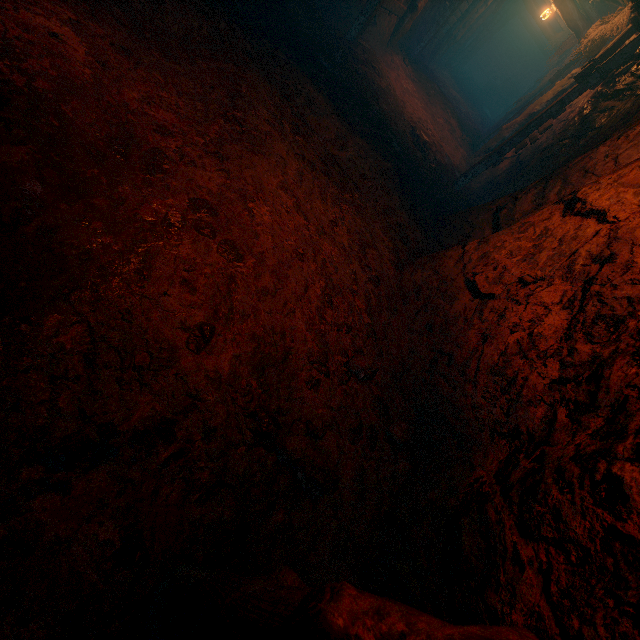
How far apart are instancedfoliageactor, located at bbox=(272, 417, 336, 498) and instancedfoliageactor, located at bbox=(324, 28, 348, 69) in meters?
7.0 m

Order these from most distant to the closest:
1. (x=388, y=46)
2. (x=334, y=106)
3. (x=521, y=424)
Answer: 1. (x=388, y=46)
2. (x=334, y=106)
3. (x=521, y=424)

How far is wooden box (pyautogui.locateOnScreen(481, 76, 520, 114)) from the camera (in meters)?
22.34

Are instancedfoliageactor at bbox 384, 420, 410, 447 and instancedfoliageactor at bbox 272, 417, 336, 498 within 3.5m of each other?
yes

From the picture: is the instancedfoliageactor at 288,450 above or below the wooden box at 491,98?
below

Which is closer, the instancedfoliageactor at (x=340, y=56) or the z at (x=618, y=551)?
the z at (x=618, y=551)

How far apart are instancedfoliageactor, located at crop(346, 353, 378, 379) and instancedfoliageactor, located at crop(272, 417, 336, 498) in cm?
57

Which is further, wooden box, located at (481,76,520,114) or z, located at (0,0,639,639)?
wooden box, located at (481,76,520,114)
